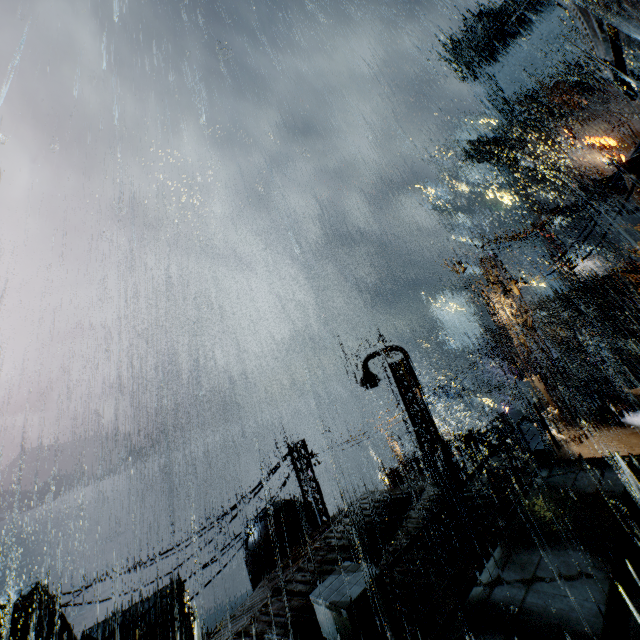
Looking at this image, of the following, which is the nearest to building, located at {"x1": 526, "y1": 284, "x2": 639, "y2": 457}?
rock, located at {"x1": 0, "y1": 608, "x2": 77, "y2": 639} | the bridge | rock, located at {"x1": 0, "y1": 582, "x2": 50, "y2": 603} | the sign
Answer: the bridge

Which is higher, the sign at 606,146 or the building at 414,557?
the sign at 606,146

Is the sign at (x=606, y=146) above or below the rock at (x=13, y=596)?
above

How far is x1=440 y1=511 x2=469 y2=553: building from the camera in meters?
9.1 m

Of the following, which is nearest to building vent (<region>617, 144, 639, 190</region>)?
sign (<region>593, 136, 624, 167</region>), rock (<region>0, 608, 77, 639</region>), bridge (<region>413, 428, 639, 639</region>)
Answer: bridge (<region>413, 428, 639, 639</region>)

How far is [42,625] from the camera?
48.78m

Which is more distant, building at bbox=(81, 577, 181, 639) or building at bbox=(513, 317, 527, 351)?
building at bbox=(81, 577, 181, 639)
